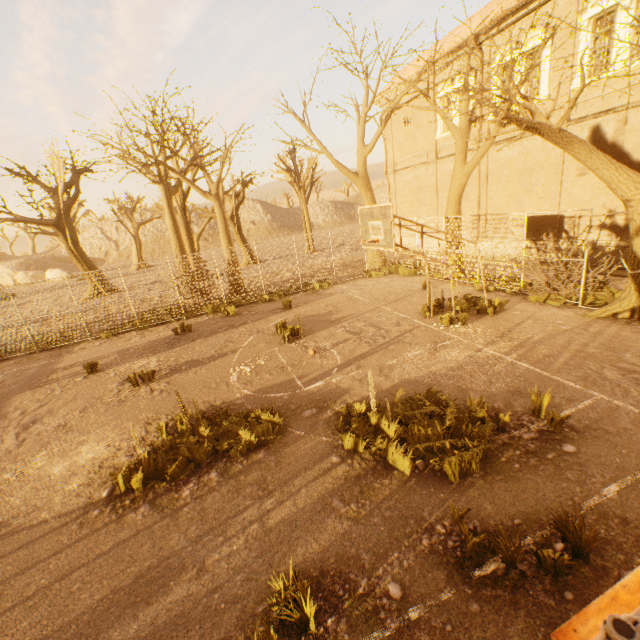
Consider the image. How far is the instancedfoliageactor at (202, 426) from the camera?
5.5 meters

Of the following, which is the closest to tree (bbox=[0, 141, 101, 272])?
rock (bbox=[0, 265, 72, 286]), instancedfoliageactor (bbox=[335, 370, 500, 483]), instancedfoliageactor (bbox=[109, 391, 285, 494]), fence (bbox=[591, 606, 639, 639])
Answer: fence (bbox=[591, 606, 639, 639])

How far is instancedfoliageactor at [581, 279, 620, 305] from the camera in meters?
9.9 m

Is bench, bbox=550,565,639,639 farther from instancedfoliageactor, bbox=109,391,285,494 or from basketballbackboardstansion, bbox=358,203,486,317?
basketballbackboardstansion, bbox=358,203,486,317

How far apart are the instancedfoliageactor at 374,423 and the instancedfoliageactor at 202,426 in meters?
1.3

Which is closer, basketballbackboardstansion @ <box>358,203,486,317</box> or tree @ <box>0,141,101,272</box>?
basketballbackboardstansion @ <box>358,203,486,317</box>

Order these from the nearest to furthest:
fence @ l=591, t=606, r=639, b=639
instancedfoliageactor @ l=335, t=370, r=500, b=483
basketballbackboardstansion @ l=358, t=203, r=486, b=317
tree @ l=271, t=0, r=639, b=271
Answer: fence @ l=591, t=606, r=639, b=639 → instancedfoliageactor @ l=335, t=370, r=500, b=483 → tree @ l=271, t=0, r=639, b=271 → basketballbackboardstansion @ l=358, t=203, r=486, b=317

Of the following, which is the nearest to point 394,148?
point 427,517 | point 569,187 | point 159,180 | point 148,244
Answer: point 569,187
